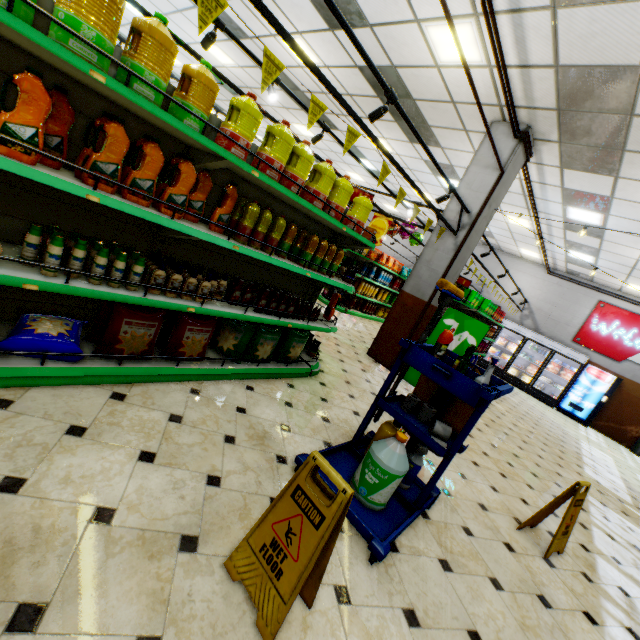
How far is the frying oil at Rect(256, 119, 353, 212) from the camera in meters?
2.6 m

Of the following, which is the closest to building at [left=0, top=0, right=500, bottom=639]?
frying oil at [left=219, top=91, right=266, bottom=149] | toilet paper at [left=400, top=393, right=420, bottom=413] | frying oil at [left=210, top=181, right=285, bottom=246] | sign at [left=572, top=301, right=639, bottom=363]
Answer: sign at [left=572, top=301, right=639, bottom=363]

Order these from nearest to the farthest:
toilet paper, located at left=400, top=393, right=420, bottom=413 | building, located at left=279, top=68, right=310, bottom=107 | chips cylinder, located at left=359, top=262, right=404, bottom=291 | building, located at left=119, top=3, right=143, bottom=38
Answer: toilet paper, located at left=400, top=393, right=420, bottom=413 → building, located at left=279, top=68, right=310, bottom=107 → building, located at left=119, top=3, right=143, bottom=38 → chips cylinder, located at left=359, top=262, right=404, bottom=291

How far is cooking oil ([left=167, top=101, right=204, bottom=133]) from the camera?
2.22m

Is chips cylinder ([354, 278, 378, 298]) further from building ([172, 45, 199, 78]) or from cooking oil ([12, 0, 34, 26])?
cooking oil ([12, 0, 34, 26])

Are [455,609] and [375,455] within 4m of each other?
yes

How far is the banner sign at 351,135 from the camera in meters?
3.2 m

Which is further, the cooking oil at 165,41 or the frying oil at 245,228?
the frying oil at 245,228
